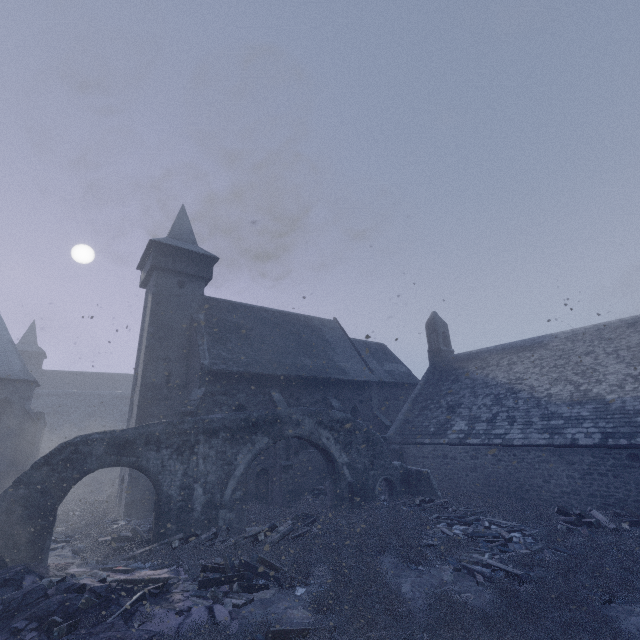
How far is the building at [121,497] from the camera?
15.70m

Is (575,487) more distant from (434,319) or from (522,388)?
(434,319)

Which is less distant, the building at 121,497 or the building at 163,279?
the building at 163,279

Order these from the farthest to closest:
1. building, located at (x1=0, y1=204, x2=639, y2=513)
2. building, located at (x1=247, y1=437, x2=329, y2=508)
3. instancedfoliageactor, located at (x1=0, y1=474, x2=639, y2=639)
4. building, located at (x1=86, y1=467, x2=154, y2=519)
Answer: building, located at (x1=247, y1=437, x2=329, y2=508), building, located at (x1=86, y1=467, x2=154, y2=519), building, located at (x1=0, y1=204, x2=639, y2=513), instancedfoliageactor, located at (x1=0, y1=474, x2=639, y2=639)

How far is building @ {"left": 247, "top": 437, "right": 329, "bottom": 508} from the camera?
16.8 meters

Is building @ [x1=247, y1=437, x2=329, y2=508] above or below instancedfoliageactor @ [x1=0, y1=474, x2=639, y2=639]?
above

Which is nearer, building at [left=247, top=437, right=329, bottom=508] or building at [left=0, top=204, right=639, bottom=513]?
building at [left=0, top=204, right=639, bottom=513]
